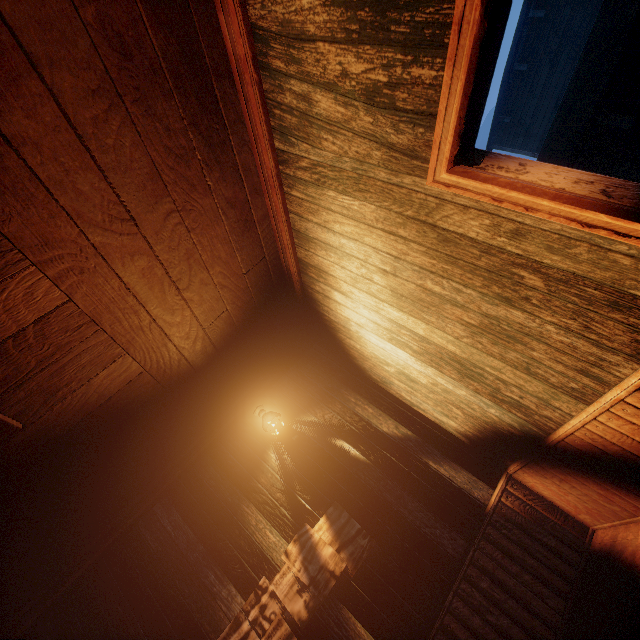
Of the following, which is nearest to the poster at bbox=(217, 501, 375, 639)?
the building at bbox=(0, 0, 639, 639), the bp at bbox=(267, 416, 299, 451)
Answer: the building at bbox=(0, 0, 639, 639)

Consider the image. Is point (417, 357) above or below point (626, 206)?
above

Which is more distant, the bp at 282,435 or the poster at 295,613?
the bp at 282,435

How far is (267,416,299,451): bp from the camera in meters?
3.9

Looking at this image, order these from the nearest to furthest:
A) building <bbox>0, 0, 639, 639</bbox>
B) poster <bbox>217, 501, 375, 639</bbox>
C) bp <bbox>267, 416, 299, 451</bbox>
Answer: building <bbox>0, 0, 639, 639</bbox>, poster <bbox>217, 501, 375, 639</bbox>, bp <bbox>267, 416, 299, 451</bbox>

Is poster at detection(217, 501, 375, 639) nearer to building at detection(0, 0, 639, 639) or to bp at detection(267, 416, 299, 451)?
building at detection(0, 0, 639, 639)

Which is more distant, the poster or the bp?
the bp

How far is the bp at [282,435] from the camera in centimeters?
387cm
